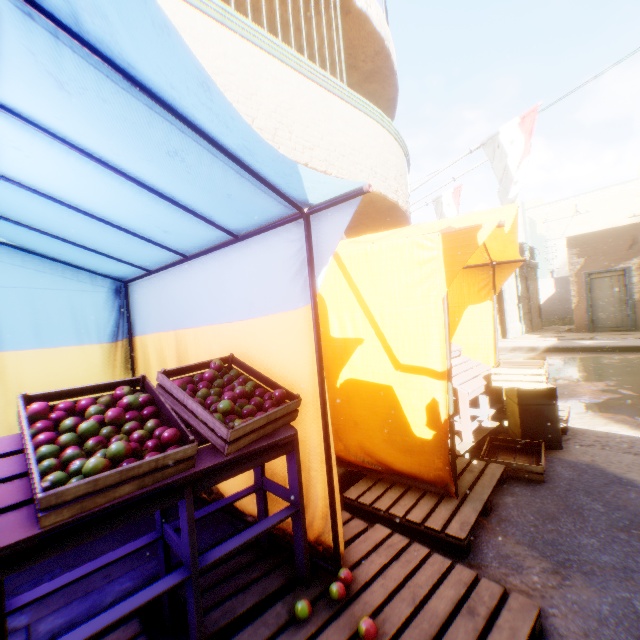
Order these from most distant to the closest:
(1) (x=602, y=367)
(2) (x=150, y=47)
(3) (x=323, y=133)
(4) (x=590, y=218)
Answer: (4) (x=590, y=218) → (1) (x=602, y=367) → (3) (x=323, y=133) → (2) (x=150, y=47)

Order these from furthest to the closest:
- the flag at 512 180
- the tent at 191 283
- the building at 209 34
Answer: the flag at 512 180 < the building at 209 34 < the tent at 191 283

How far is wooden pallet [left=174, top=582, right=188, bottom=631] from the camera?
1.76m

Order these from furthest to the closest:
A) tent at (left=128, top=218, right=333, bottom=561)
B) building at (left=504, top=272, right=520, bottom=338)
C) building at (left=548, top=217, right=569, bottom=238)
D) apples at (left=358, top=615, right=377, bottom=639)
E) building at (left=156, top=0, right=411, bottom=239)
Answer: building at (left=548, top=217, right=569, bottom=238) → building at (left=504, top=272, right=520, bottom=338) → building at (left=156, top=0, right=411, bottom=239) → tent at (left=128, top=218, right=333, bottom=561) → apples at (left=358, top=615, right=377, bottom=639)

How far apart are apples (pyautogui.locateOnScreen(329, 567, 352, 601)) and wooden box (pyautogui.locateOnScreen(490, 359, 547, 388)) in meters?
2.8 m

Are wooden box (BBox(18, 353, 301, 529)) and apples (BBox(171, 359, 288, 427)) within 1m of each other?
yes

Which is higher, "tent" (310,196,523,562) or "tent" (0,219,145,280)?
"tent" (0,219,145,280)

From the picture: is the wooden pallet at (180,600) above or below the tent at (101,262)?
below
